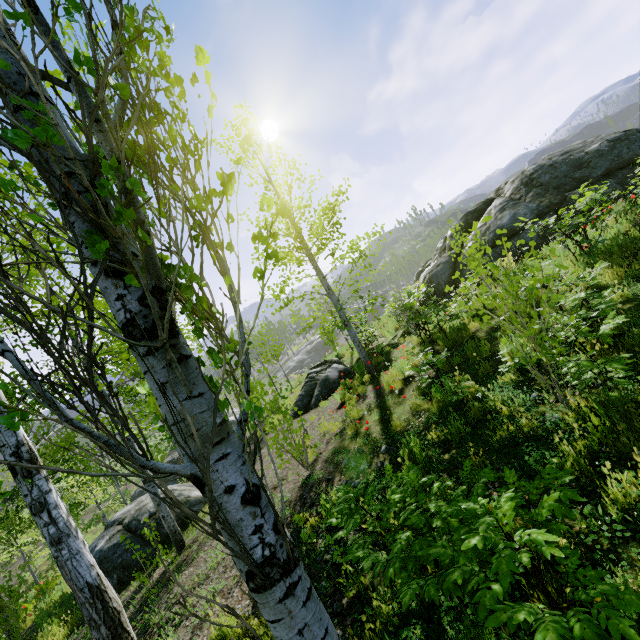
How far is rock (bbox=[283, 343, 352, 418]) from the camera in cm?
1148

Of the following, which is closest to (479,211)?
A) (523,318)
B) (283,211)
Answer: (523,318)

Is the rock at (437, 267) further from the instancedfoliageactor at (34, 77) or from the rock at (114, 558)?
the rock at (114, 558)

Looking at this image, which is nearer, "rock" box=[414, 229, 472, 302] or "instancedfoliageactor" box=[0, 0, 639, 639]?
"instancedfoliageactor" box=[0, 0, 639, 639]

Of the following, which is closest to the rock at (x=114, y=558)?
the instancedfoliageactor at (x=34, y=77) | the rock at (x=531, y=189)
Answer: the instancedfoliageactor at (x=34, y=77)

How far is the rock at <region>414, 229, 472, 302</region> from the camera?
A: 12.38m

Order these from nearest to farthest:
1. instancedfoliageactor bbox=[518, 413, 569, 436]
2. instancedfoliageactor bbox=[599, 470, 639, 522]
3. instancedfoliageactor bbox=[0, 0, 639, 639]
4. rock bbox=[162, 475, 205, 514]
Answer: instancedfoliageactor bbox=[0, 0, 639, 639]
instancedfoliageactor bbox=[599, 470, 639, 522]
instancedfoliageactor bbox=[518, 413, 569, 436]
rock bbox=[162, 475, 205, 514]

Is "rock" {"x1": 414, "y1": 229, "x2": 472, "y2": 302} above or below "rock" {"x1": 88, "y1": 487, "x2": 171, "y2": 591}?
above
